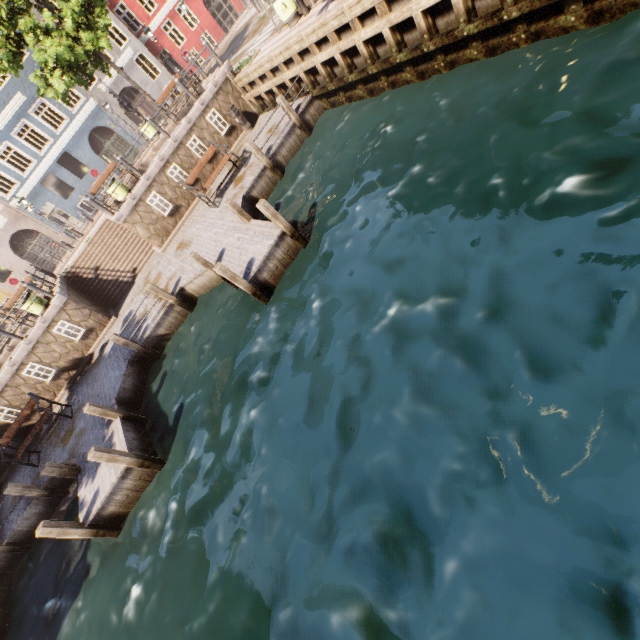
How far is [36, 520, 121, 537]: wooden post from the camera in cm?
710

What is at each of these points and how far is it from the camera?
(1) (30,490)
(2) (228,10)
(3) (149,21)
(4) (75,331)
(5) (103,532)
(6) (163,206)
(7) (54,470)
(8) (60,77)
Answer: (1) wooden post, 10.2m
(2) building, 28.9m
(3) building, 25.8m
(4) window, 13.4m
(5) wooden post, 7.9m
(6) window, 13.9m
(7) wooden post, 8.7m
(8) tree, 15.1m

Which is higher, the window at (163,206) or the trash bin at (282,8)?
the trash bin at (282,8)

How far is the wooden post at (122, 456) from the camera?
7.3 meters

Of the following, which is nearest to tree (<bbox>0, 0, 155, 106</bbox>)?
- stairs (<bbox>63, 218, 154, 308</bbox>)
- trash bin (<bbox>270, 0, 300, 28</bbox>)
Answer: trash bin (<bbox>270, 0, 300, 28</bbox>)

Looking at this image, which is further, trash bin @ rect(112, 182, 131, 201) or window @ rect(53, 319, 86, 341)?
trash bin @ rect(112, 182, 131, 201)

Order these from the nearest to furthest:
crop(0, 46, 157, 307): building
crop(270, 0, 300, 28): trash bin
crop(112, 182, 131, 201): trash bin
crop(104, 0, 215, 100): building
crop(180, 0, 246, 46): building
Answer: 1. crop(270, 0, 300, 28): trash bin
2. crop(112, 182, 131, 201): trash bin
3. crop(0, 46, 157, 307): building
4. crop(104, 0, 215, 100): building
5. crop(180, 0, 246, 46): building

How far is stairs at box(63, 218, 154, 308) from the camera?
15.3m
